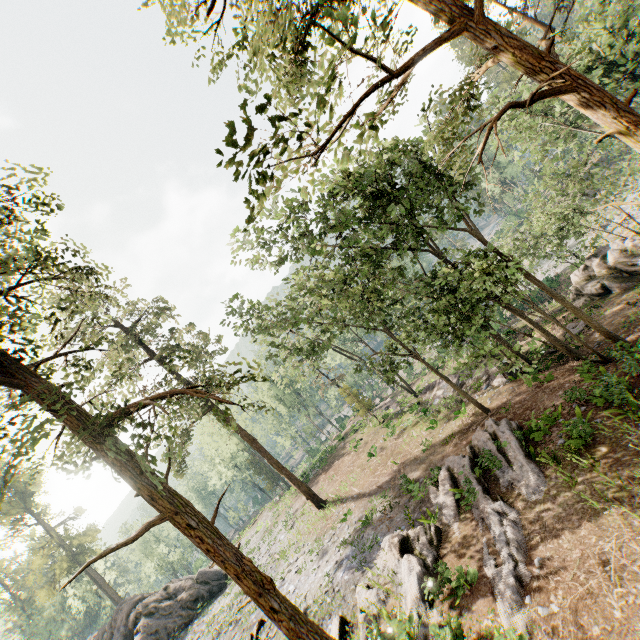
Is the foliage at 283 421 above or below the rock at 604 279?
above

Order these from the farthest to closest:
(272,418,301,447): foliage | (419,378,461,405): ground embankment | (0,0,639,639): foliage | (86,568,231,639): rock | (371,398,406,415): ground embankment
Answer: (272,418,301,447): foliage < (371,398,406,415): ground embankment < (419,378,461,405): ground embankment < (86,568,231,639): rock < (0,0,639,639): foliage

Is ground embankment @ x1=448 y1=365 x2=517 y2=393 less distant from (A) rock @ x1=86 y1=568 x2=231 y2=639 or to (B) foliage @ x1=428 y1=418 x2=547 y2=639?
(B) foliage @ x1=428 y1=418 x2=547 y2=639

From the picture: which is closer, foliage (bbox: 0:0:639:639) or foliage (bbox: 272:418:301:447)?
foliage (bbox: 0:0:639:639)

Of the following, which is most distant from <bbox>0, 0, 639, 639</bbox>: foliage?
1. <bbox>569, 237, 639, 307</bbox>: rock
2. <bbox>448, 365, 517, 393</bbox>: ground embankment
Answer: <bbox>569, 237, 639, 307</bbox>: rock

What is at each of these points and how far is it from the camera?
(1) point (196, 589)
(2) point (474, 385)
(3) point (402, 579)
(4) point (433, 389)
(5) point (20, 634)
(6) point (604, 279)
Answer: (1) rock, 28.06m
(2) ground embankment, 23.69m
(3) foliage, 12.15m
(4) ground embankment, 31.27m
(5) foliage, 49.16m
(6) rock, 23.06m

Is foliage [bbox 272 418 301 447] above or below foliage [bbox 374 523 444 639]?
above

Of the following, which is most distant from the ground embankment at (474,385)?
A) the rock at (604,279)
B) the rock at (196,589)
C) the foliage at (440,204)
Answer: the rock at (196,589)
